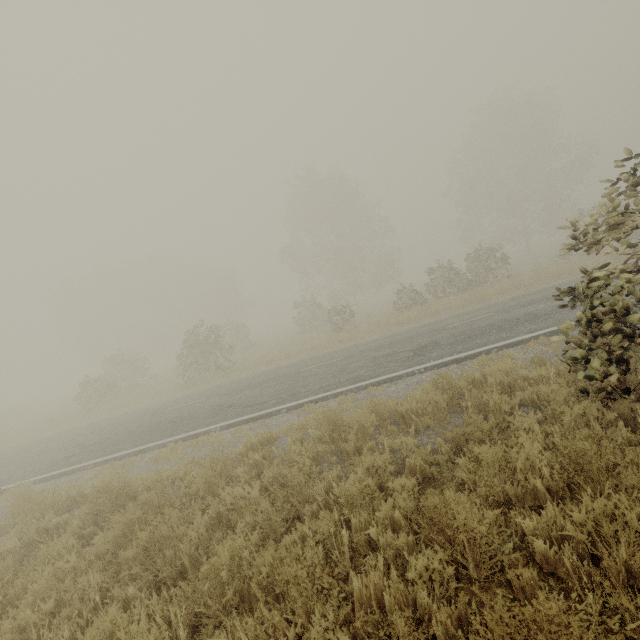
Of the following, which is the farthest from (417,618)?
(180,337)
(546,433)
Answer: (180,337)
